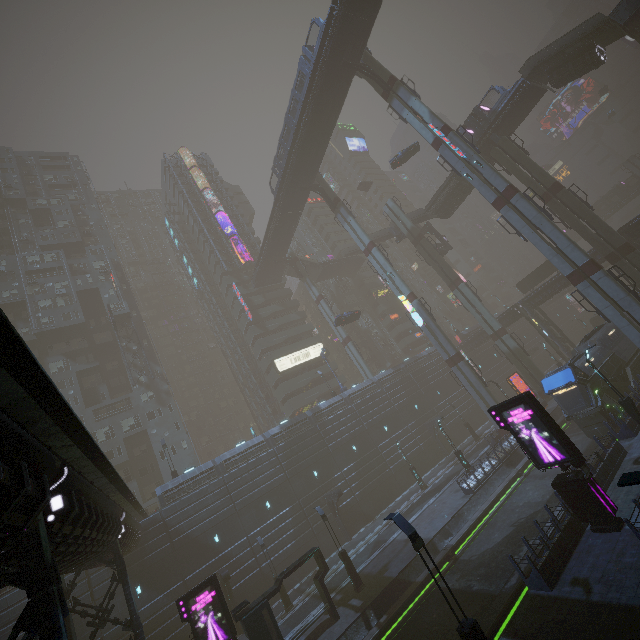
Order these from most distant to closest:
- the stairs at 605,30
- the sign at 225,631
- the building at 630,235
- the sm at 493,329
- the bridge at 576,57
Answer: the sm at 493,329 → the building at 630,235 → the bridge at 576,57 → the stairs at 605,30 → the sign at 225,631

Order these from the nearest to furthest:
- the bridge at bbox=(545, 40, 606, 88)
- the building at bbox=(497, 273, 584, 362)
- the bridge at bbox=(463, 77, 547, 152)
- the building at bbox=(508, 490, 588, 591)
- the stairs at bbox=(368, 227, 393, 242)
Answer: the building at bbox=(508, 490, 588, 591), the bridge at bbox=(545, 40, 606, 88), the bridge at bbox=(463, 77, 547, 152), the building at bbox=(497, 273, 584, 362), the stairs at bbox=(368, 227, 393, 242)

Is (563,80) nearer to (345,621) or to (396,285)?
(396,285)

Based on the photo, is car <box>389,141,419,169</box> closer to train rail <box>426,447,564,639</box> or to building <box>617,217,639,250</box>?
building <box>617,217,639,250</box>

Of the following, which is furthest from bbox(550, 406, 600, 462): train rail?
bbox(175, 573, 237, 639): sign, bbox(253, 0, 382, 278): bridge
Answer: bbox(253, 0, 382, 278): bridge

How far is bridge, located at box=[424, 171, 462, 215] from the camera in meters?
44.0 m

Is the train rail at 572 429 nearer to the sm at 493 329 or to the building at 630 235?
the building at 630 235

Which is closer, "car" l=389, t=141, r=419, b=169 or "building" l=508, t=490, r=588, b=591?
"building" l=508, t=490, r=588, b=591
